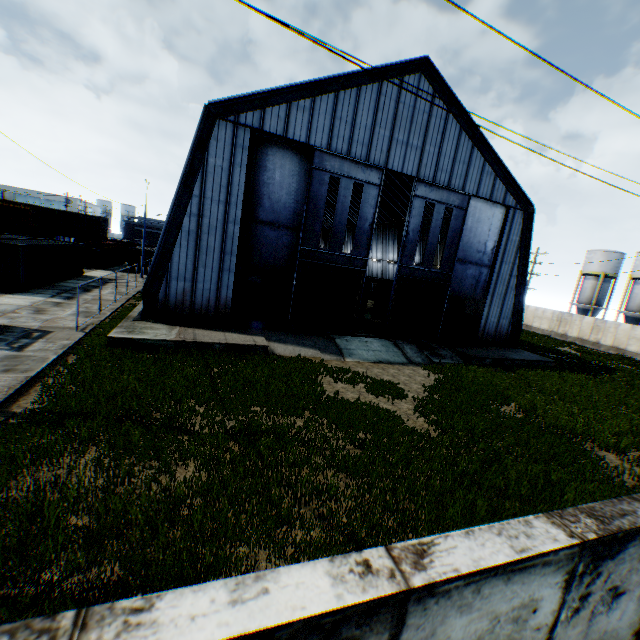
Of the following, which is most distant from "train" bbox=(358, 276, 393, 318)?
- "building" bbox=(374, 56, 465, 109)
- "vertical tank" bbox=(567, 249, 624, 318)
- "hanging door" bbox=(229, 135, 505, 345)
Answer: "vertical tank" bbox=(567, 249, 624, 318)

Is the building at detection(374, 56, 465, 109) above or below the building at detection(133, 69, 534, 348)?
above

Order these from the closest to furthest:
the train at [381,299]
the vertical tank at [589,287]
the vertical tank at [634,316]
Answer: the train at [381,299] < the vertical tank at [634,316] < the vertical tank at [589,287]

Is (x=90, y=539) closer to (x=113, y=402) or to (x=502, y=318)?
(x=113, y=402)

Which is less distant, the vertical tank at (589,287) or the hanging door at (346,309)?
the hanging door at (346,309)

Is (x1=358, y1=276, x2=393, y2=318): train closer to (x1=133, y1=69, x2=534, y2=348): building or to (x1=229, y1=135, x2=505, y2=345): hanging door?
(x1=133, y1=69, x2=534, y2=348): building

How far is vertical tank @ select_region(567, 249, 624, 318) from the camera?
43.1m

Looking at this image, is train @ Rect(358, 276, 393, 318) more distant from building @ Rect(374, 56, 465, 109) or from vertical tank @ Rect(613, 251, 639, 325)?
vertical tank @ Rect(613, 251, 639, 325)
